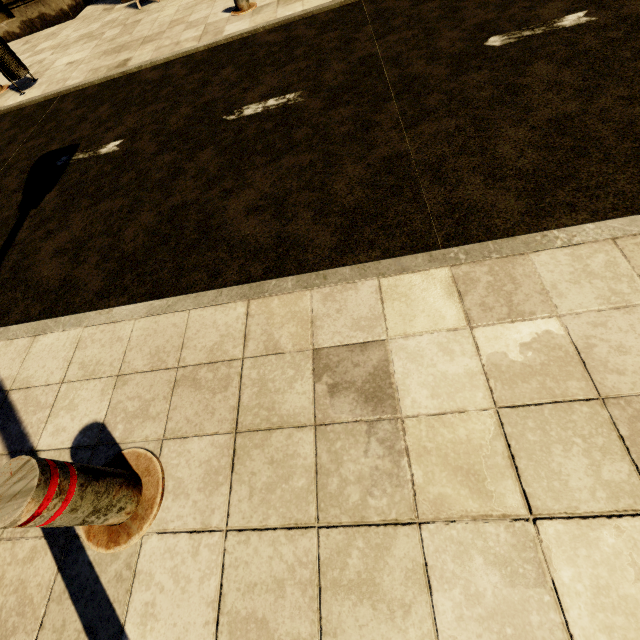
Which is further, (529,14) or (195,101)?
(195,101)

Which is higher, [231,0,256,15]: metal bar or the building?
the building

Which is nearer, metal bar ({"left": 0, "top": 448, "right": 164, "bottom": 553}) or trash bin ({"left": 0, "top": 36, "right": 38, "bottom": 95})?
metal bar ({"left": 0, "top": 448, "right": 164, "bottom": 553})

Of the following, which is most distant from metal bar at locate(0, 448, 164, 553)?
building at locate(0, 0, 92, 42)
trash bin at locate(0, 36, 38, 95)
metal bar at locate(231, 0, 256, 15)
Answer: building at locate(0, 0, 92, 42)

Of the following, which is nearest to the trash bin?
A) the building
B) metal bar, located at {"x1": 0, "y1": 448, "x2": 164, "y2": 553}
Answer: the building

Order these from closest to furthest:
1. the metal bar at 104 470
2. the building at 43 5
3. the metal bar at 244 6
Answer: the metal bar at 104 470 < the metal bar at 244 6 < the building at 43 5

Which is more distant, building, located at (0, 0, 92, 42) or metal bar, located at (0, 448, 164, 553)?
building, located at (0, 0, 92, 42)

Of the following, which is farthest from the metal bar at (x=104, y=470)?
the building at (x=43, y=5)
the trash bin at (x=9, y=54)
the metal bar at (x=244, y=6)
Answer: the building at (x=43, y=5)
